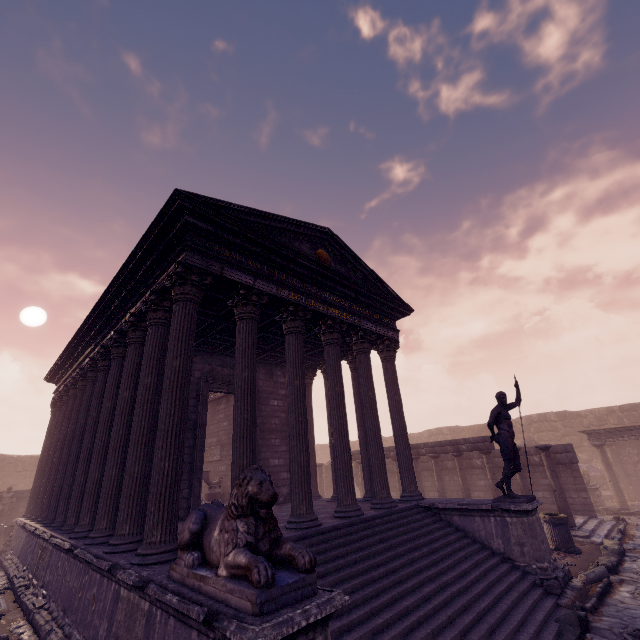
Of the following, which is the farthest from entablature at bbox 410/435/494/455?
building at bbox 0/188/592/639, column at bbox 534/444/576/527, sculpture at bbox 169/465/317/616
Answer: sculpture at bbox 169/465/317/616

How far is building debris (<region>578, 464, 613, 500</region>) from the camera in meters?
18.2

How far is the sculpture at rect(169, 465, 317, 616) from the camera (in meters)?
2.73

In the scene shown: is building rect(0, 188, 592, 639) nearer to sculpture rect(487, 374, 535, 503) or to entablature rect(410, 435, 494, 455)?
sculpture rect(487, 374, 535, 503)

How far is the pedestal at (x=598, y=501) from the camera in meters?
15.6 m

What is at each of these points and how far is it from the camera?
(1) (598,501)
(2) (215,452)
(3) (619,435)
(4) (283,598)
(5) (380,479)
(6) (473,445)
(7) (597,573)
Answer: (1) pedestal, 15.6 meters
(2) relief sculpture, 16.7 meters
(3) entablature, 15.8 meters
(4) sculpture, 2.7 meters
(5) building, 8.6 meters
(6) entablature, 13.4 meters
(7) column piece, 7.3 meters

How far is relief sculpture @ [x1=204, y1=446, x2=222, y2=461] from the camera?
16.4m

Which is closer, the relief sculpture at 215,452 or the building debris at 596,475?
the relief sculpture at 215,452
